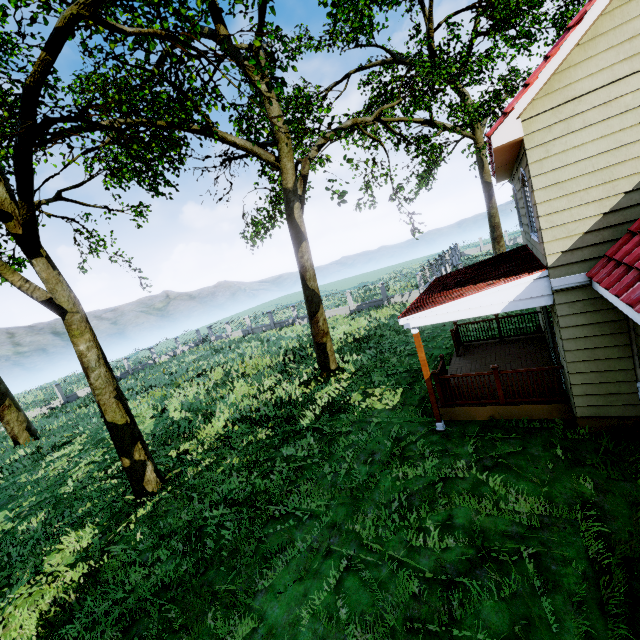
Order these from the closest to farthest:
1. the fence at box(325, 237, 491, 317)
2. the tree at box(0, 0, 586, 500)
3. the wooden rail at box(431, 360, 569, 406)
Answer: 1. the wooden rail at box(431, 360, 569, 406)
2. the tree at box(0, 0, 586, 500)
3. the fence at box(325, 237, 491, 317)

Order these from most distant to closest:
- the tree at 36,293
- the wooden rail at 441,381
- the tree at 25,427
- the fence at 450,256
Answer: the fence at 450,256 → the tree at 25,427 → the tree at 36,293 → the wooden rail at 441,381

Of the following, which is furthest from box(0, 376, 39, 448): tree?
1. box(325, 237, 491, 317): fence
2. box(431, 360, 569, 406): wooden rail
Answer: box(431, 360, 569, 406): wooden rail

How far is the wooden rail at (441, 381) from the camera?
7.4 meters

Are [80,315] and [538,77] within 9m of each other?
no

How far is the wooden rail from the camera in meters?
7.4 m

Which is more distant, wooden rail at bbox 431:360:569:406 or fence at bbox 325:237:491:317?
fence at bbox 325:237:491:317

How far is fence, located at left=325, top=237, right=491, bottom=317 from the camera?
25.94m
